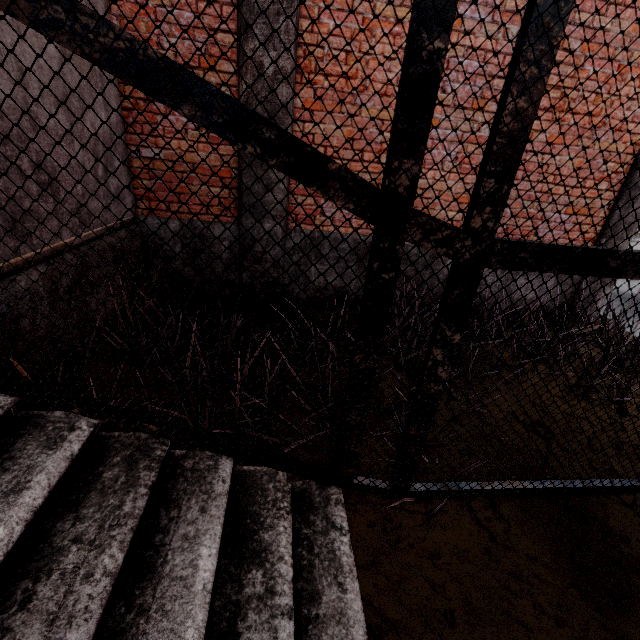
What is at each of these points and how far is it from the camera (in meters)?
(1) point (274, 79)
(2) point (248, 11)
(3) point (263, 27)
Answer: (1) column, 3.31
(2) column, 3.06
(3) column, 3.12

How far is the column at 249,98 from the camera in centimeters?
334cm

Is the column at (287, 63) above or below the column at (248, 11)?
below

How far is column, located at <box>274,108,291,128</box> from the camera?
3.4m

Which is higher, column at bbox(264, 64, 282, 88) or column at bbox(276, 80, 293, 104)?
column at bbox(264, 64, 282, 88)
